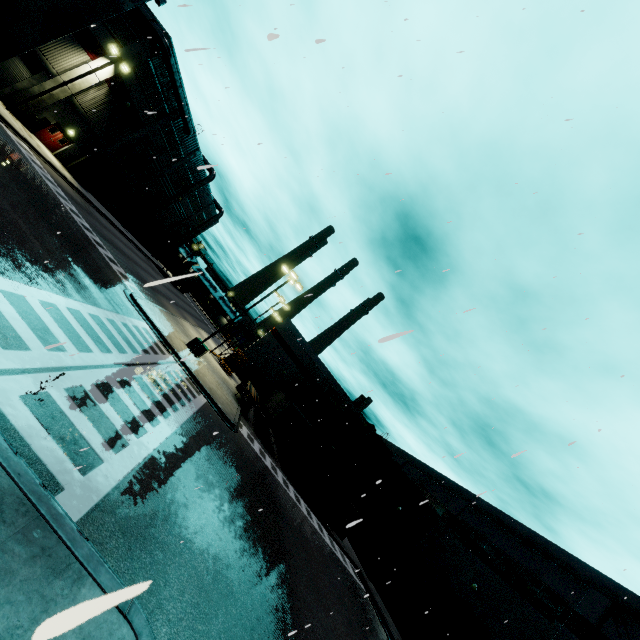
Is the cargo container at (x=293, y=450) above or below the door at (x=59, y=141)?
above

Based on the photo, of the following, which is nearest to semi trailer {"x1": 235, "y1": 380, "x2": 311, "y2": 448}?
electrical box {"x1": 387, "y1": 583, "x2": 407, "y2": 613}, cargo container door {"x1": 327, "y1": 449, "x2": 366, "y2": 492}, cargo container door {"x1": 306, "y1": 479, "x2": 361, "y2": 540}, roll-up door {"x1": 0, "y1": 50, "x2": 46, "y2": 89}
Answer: Result: roll-up door {"x1": 0, "y1": 50, "x2": 46, "y2": 89}

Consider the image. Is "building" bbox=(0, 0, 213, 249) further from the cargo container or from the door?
the cargo container

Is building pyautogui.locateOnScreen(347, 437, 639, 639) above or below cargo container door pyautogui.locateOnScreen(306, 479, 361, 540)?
above

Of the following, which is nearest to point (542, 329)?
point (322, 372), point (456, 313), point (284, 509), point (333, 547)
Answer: point (456, 313)

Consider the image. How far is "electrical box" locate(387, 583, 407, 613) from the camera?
22.7m

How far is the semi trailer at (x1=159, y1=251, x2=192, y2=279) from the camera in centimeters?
3871cm

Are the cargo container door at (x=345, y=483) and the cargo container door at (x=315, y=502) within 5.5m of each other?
yes
